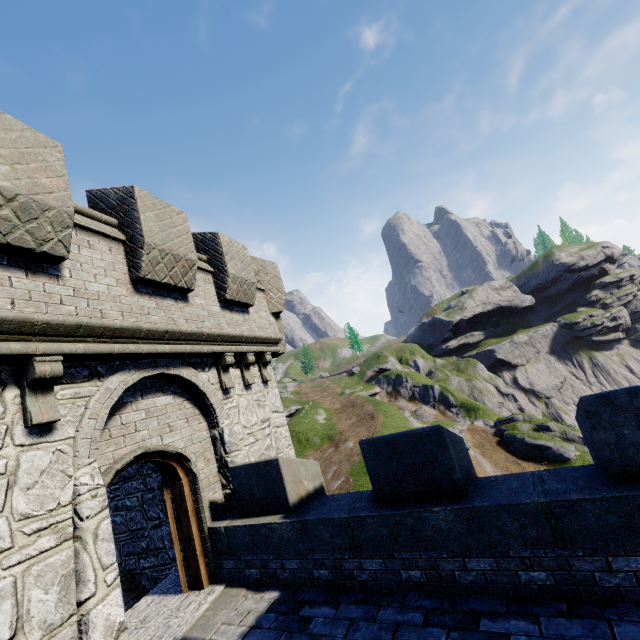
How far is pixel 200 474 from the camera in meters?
6.7
